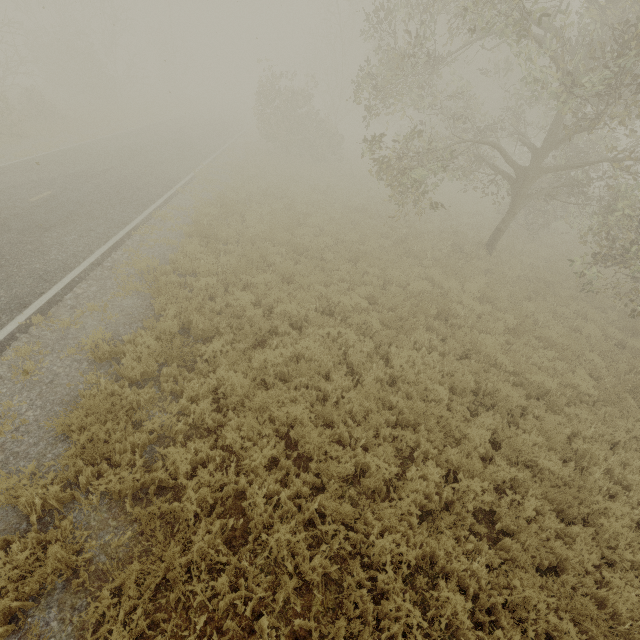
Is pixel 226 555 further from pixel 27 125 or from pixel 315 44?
pixel 315 44

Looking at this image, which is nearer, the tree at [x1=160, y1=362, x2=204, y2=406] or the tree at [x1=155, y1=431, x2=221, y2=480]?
the tree at [x1=155, y1=431, x2=221, y2=480]

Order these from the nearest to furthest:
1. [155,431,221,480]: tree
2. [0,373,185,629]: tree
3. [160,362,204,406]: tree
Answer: [0,373,185,629]: tree → [155,431,221,480]: tree → [160,362,204,406]: tree

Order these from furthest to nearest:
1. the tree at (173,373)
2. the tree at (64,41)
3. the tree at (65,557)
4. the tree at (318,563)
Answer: the tree at (64,41), the tree at (173,373), the tree at (318,563), the tree at (65,557)

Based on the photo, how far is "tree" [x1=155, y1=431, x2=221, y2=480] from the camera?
4.80m

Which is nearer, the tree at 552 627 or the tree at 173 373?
the tree at 552 627
